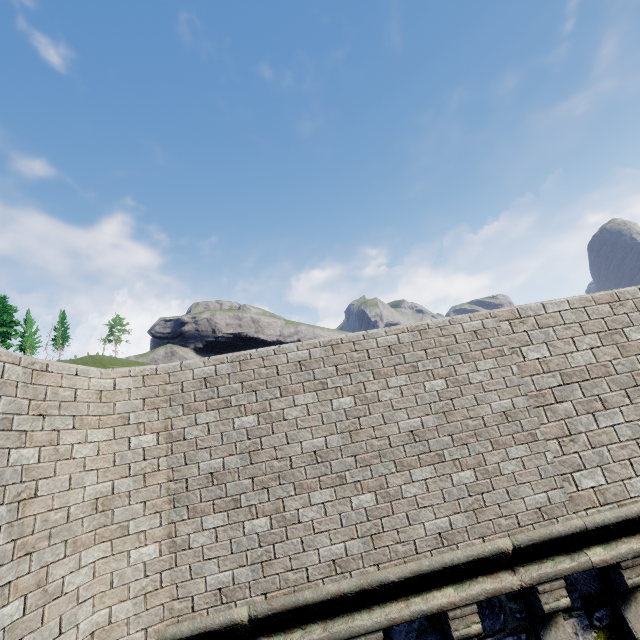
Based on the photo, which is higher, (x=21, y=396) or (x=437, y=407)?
(x=21, y=396)
